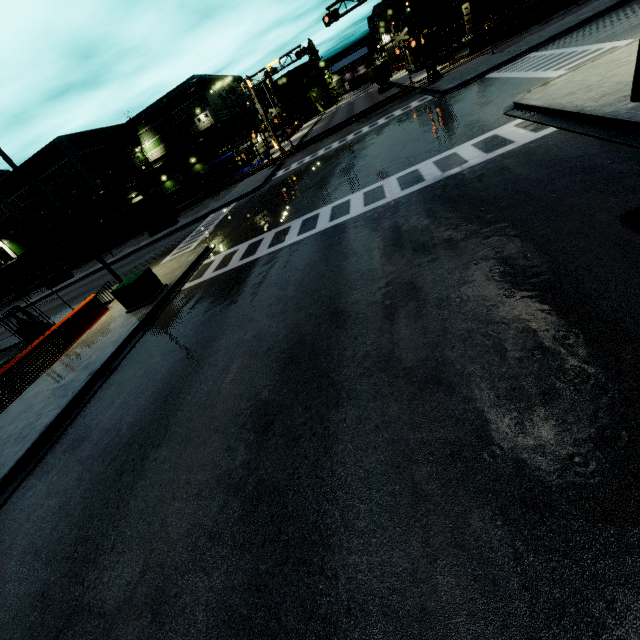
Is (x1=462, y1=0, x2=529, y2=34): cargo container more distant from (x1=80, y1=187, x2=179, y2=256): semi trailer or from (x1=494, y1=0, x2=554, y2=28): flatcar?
(x1=80, y1=187, x2=179, y2=256): semi trailer

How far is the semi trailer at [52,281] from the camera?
40.34m

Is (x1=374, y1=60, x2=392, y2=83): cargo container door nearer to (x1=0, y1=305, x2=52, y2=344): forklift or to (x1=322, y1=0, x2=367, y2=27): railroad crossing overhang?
(x1=322, y1=0, x2=367, y2=27): railroad crossing overhang

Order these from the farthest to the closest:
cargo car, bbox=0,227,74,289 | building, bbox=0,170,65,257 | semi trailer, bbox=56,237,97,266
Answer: building, bbox=0,170,65,257 < cargo car, bbox=0,227,74,289 < semi trailer, bbox=56,237,97,266

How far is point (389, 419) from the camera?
4.4 meters

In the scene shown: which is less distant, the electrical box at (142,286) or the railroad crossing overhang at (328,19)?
the electrical box at (142,286)

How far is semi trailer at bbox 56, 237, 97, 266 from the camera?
37.0 meters

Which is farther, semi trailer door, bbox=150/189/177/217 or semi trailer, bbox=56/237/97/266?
semi trailer, bbox=56/237/97/266
